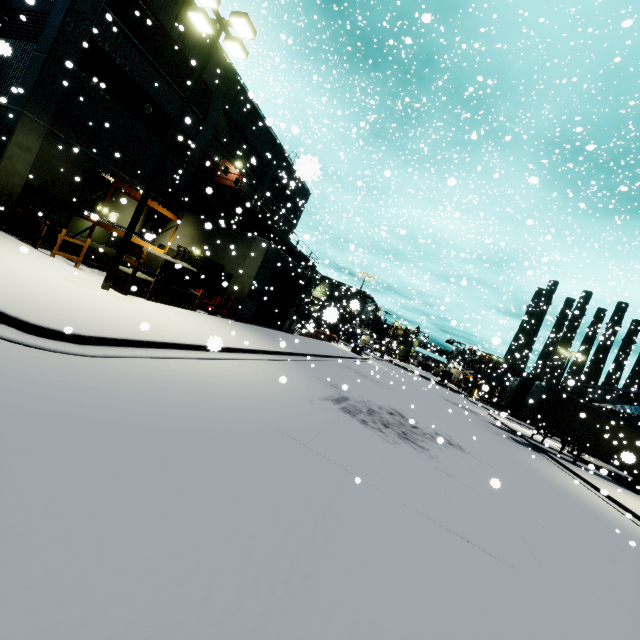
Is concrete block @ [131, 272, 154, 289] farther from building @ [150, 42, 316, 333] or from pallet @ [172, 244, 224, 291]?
building @ [150, 42, 316, 333]

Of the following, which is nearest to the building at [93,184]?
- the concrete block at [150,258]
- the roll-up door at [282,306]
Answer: the roll-up door at [282,306]

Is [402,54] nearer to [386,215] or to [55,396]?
[55,396]

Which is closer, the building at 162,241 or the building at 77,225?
the building at 77,225

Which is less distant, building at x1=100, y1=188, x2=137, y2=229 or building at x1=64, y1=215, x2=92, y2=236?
building at x1=64, y1=215, x2=92, y2=236

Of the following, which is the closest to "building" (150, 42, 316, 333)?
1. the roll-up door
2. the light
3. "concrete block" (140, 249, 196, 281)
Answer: the roll-up door

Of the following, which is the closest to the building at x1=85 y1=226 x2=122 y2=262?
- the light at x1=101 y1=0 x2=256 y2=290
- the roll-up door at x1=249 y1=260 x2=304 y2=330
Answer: the roll-up door at x1=249 y1=260 x2=304 y2=330
